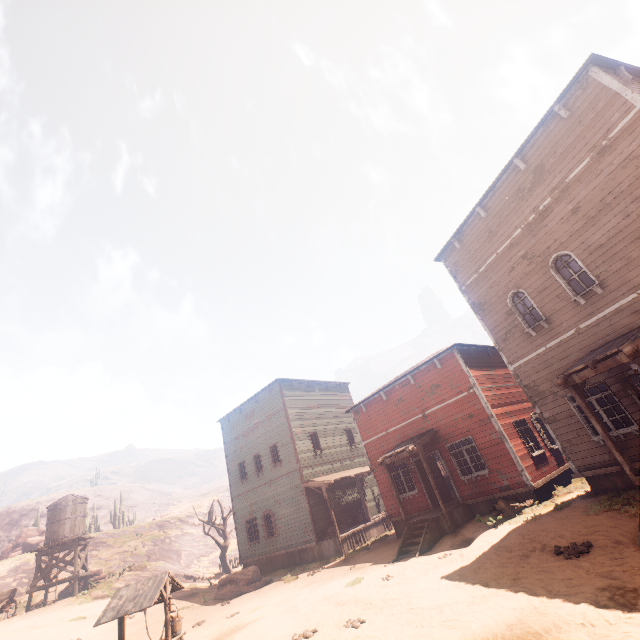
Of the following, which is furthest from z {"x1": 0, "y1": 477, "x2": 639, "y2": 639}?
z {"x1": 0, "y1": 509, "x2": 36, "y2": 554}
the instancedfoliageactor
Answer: z {"x1": 0, "y1": 509, "x2": 36, "y2": 554}

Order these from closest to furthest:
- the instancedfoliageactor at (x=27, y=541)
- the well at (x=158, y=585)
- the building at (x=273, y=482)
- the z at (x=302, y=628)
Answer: the z at (x=302, y=628) → the well at (x=158, y=585) → the building at (x=273, y=482) → the instancedfoliageactor at (x=27, y=541)

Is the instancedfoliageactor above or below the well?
above

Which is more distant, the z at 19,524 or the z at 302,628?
the z at 19,524

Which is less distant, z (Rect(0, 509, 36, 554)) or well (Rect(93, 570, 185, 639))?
well (Rect(93, 570, 185, 639))

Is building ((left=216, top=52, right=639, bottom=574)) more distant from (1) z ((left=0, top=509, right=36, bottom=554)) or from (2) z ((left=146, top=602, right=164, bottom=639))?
(1) z ((left=0, top=509, right=36, bottom=554))

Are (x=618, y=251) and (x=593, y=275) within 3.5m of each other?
yes
